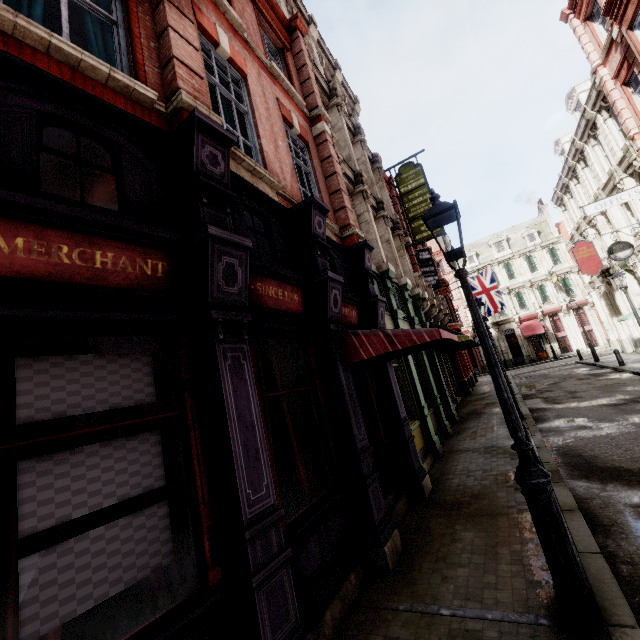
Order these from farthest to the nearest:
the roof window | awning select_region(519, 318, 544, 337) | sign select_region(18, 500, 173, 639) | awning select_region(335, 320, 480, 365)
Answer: awning select_region(519, 318, 544, 337), the roof window, awning select_region(335, 320, 480, 365), sign select_region(18, 500, 173, 639)

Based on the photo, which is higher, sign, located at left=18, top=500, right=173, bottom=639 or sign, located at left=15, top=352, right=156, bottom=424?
sign, located at left=15, top=352, right=156, bottom=424

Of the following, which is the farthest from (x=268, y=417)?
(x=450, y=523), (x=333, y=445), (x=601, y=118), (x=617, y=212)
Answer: (x=617, y=212)

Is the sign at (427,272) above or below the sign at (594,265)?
above

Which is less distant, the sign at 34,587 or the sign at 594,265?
the sign at 34,587

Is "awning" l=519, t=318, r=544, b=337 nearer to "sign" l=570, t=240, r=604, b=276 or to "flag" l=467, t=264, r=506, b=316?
"flag" l=467, t=264, r=506, b=316

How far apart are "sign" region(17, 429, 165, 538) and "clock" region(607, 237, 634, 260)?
21.8 meters

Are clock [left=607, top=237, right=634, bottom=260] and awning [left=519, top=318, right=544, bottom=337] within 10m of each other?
no
